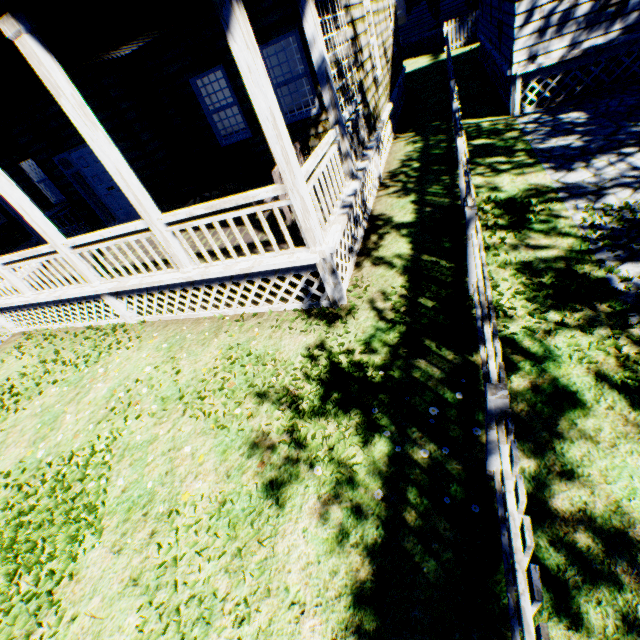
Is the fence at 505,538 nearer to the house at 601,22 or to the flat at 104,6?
the house at 601,22

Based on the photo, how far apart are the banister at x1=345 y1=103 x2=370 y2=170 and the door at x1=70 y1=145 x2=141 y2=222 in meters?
6.9 m

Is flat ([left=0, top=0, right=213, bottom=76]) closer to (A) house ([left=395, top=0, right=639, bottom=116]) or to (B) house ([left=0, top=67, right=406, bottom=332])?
(A) house ([left=395, top=0, right=639, bottom=116])

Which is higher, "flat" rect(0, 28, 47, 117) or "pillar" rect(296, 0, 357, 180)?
"flat" rect(0, 28, 47, 117)

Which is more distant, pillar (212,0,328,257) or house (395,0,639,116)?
house (395,0,639,116)

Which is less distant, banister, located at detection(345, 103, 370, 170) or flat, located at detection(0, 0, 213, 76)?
flat, located at detection(0, 0, 213, 76)

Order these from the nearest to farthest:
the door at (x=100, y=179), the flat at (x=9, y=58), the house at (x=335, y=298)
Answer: the flat at (x=9, y=58)
the house at (x=335, y=298)
the door at (x=100, y=179)

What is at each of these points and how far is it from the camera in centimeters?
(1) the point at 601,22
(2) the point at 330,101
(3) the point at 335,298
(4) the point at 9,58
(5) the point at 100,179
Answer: (1) house, 730cm
(2) pillar, 540cm
(3) house, 512cm
(4) flat, 470cm
(5) door, 943cm
